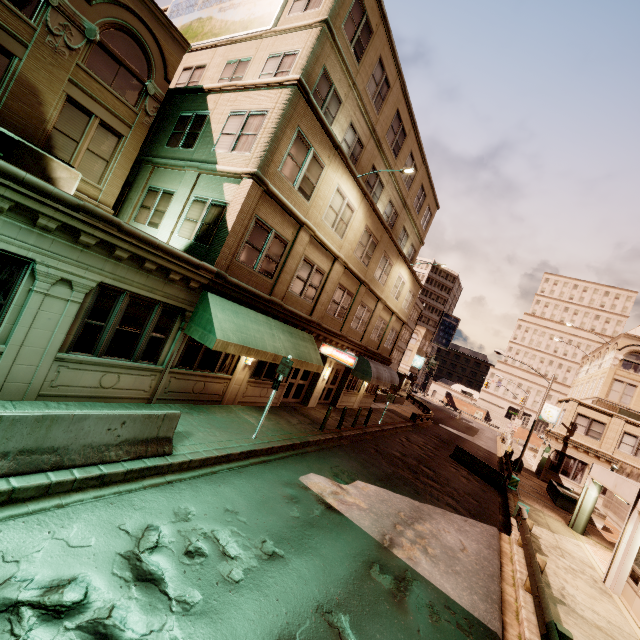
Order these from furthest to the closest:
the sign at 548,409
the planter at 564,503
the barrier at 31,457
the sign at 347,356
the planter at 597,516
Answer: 1. the sign at 548,409
2. the planter at 564,503
3. the planter at 597,516
4. the sign at 347,356
5. the barrier at 31,457

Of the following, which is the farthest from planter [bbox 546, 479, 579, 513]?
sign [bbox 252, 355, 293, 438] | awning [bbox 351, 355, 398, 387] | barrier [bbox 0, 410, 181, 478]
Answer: barrier [bbox 0, 410, 181, 478]

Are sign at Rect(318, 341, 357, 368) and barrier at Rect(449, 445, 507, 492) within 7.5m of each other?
no

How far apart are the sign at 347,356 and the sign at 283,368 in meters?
5.9 m

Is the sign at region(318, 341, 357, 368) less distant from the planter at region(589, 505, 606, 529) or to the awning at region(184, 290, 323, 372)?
the awning at region(184, 290, 323, 372)

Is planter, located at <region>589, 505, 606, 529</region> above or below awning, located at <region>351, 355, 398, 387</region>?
below

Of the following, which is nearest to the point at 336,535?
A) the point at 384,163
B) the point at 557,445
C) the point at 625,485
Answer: the point at 625,485

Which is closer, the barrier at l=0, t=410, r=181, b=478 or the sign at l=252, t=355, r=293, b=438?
the barrier at l=0, t=410, r=181, b=478
